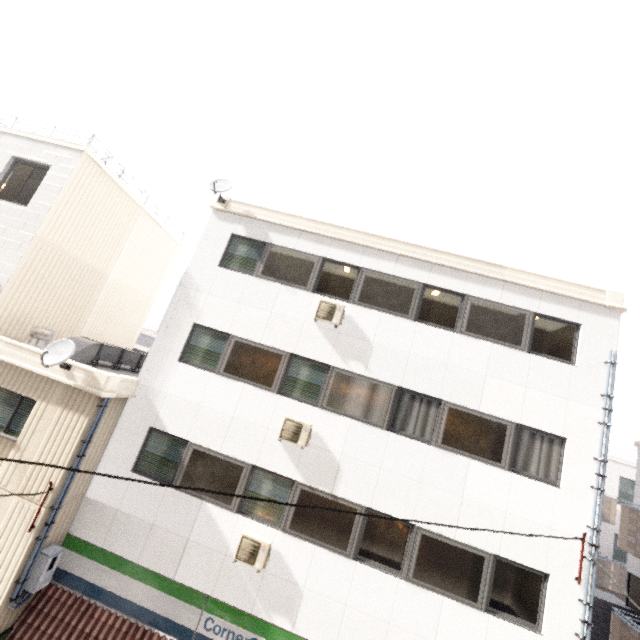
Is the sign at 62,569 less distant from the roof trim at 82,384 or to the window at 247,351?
the roof trim at 82,384

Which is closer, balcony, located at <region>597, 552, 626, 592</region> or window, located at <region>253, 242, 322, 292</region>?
window, located at <region>253, 242, 322, 292</region>

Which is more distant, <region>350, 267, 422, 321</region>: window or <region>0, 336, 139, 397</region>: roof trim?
<region>350, 267, 422, 321</region>: window

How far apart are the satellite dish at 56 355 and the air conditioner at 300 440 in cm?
526

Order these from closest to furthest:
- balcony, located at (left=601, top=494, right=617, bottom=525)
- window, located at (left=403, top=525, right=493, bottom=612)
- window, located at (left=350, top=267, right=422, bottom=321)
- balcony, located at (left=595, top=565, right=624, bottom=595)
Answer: window, located at (left=403, top=525, right=493, bottom=612)
window, located at (left=350, top=267, right=422, bottom=321)
balcony, located at (left=595, top=565, right=624, bottom=595)
balcony, located at (left=601, top=494, right=617, bottom=525)

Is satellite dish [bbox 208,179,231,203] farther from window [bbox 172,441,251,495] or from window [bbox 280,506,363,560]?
window [bbox 280,506,363,560]

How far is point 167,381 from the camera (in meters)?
8.88

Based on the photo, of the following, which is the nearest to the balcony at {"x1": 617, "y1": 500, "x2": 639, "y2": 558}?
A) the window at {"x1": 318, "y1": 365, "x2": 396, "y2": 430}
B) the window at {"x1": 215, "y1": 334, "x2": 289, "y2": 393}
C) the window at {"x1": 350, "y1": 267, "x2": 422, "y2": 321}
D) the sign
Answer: the sign
